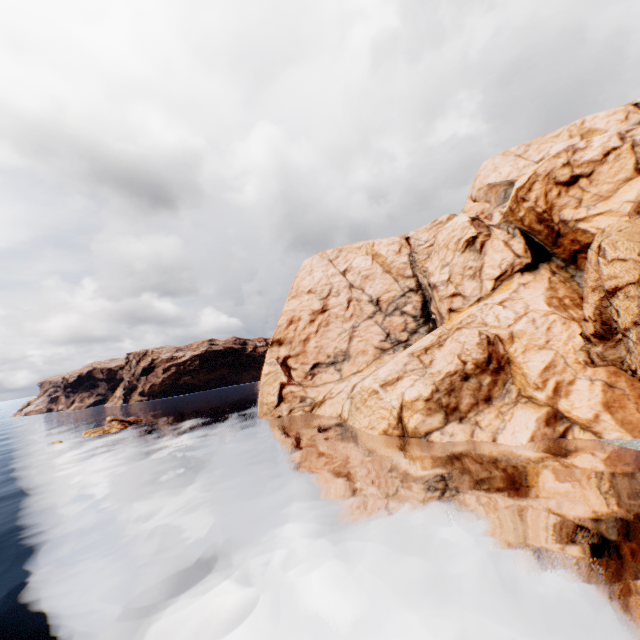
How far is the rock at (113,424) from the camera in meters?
51.4

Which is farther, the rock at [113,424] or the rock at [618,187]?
the rock at [113,424]

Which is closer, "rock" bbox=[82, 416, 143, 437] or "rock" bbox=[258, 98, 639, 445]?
"rock" bbox=[258, 98, 639, 445]

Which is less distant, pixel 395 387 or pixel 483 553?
pixel 483 553

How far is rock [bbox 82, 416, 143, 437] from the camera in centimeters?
5137cm
